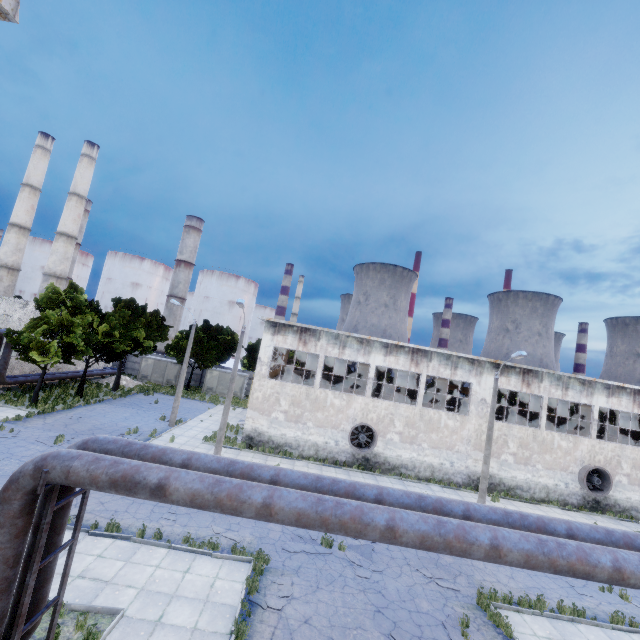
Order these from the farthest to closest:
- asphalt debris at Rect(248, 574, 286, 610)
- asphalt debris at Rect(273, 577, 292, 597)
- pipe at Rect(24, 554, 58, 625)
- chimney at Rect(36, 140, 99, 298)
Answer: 1. chimney at Rect(36, 140, 99, 298)
2. asphalt debris at Rect(273, 577, 292, 597)
3. asphalt debris at Rect(248, 574, 286, 610)
4. pipe at Rect(24, 554, 58, 625)

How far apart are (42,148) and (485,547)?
68.09m

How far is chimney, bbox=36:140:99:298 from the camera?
45.6 meters

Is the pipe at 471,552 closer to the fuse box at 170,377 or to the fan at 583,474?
the fan at 583,474

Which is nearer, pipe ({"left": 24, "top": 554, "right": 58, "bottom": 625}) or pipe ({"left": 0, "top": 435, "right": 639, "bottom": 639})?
pipe ({"left": 0, "top": 435, "right": 639, "bottom": 639})

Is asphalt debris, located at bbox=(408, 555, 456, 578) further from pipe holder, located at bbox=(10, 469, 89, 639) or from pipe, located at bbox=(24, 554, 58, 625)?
pipe holder, located at bbox=(10, 469, 89, 639)

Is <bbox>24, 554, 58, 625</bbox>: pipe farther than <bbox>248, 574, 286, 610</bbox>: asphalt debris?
No

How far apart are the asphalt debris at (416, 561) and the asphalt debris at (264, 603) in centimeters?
534cm
